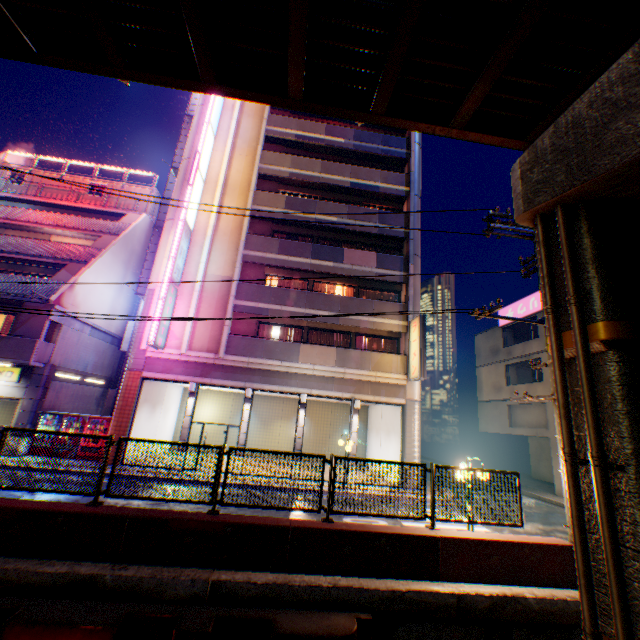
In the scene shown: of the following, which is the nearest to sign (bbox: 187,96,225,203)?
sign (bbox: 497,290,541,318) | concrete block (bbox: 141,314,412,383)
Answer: concrete block (bbox: 141,314,412,383)

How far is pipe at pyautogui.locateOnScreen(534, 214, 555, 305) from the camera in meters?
6.5

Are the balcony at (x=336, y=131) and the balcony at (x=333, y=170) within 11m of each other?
yes

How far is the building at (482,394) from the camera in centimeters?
2095cm

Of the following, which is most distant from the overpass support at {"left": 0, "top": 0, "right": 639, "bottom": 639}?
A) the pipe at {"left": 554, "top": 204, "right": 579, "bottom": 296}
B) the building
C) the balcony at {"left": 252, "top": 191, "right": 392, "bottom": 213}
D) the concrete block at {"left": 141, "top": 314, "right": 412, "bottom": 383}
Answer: the balcony at {"left": 252, "top": 191, "right": 392, "bottom": 213}

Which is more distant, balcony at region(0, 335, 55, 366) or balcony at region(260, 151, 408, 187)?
balcony at region(260, 151, 408, 187)

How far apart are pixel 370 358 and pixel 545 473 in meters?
19.6 m

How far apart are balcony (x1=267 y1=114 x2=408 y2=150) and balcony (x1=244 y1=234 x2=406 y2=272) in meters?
8.2 m
